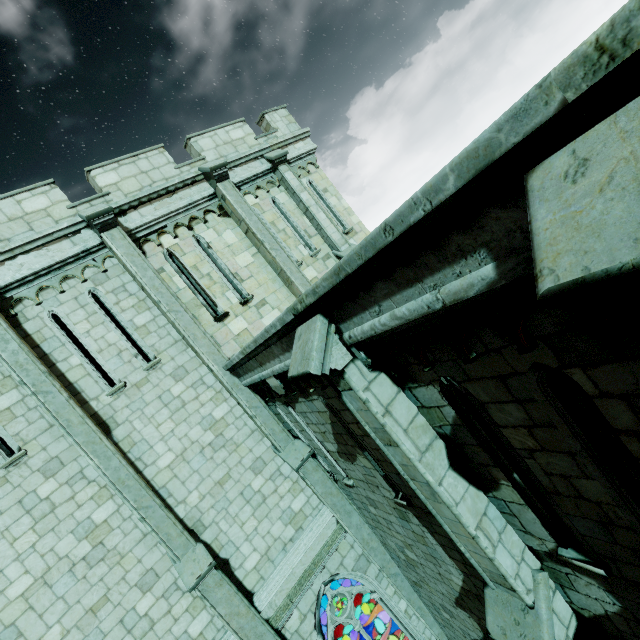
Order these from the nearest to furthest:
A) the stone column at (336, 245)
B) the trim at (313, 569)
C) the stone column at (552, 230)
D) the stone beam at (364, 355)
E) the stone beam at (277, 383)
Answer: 1. the stone column at (552, 230)
2. the stone beam at (364, 355)
3. the stone beam at (277, 383)
4. the trim at (313, 569)
5. the stone column at (336, 245)

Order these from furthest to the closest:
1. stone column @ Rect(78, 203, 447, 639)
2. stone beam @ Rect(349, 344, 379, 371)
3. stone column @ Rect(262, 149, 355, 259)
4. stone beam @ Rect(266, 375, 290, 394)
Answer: stone column @ Rect(262, 149, 355, 259) < stone column @ Rect(78, 203, 447, 639) < stone beam @ Rect(266, 375, 290, 394) < stone beam @ Rect(349, 344, 379, 371)

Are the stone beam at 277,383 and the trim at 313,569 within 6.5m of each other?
yes

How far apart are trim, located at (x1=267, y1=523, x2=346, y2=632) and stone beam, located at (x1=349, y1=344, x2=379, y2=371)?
6.76m

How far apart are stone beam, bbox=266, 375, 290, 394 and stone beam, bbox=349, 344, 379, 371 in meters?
3.1 m

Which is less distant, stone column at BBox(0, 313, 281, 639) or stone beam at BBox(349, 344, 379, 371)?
stone beam at BBox(349, 344, 379, 371)

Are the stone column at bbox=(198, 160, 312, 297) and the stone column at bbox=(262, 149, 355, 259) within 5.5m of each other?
yes

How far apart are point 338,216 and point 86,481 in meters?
11.1 m
